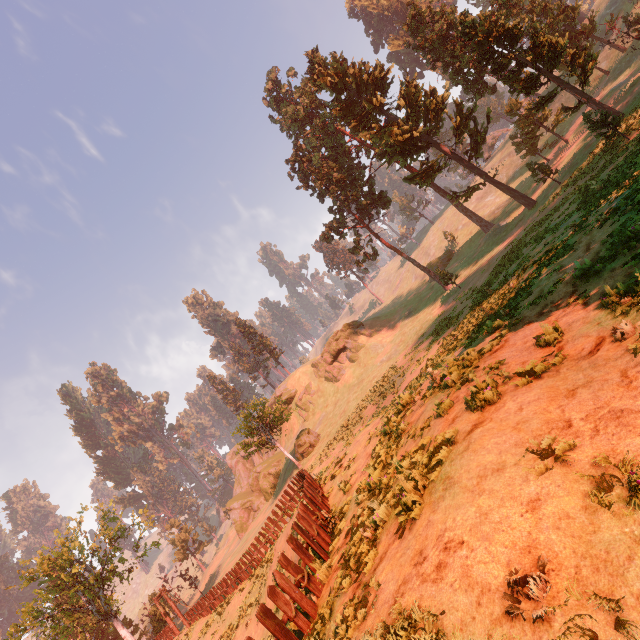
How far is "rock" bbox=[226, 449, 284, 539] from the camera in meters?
48.7

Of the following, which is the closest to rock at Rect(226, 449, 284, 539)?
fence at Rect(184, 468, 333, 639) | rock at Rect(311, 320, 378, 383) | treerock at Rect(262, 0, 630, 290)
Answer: treerock at Rect(262, 0, 630, 290)

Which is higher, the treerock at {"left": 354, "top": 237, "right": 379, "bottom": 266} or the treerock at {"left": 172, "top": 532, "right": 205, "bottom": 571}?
the treerock at {"left": 354, "top": 237, "right": 379, "bottom": 266}

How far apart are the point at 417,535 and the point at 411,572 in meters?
0.6

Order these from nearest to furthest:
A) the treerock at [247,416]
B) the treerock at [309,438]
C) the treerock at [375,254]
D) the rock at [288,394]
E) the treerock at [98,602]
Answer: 1. the treerock at [98,602]
2. the treerock at [247,416]
3. the treerock at [309,438]
4. the treerock at [375,254]
5. the rock at [288,394]

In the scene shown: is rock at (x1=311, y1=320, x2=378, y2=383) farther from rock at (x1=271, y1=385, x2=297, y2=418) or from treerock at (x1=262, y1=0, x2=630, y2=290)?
treerock at (x1=262, y1=0, x2=630, y2=290)

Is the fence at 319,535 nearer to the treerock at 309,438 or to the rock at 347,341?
the treerock at 309,438

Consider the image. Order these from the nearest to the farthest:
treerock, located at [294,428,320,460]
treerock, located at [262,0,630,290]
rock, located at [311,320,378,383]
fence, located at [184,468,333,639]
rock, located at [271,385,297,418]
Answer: fence, located at [184,468,333,639] → treerock, located at [262,0,630,290] → treerock, located at [294,428,320,460] → rock, located at [311,320,378,383] → rock, located at [271,385,297,418]
